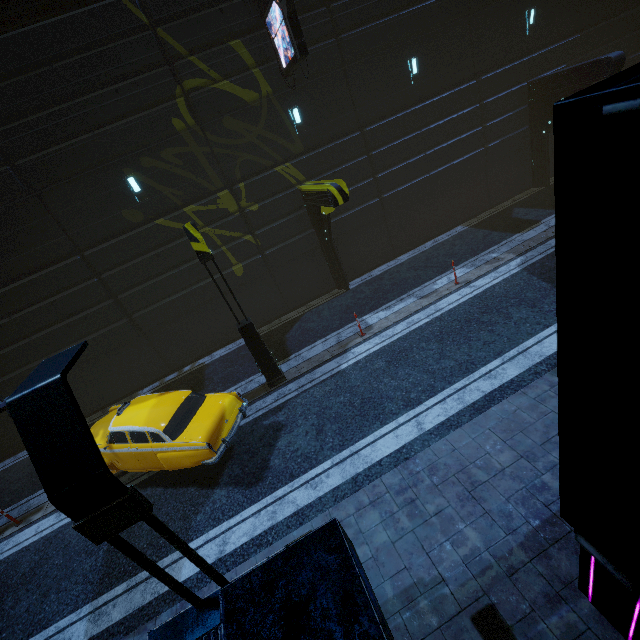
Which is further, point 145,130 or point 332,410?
point 145,130

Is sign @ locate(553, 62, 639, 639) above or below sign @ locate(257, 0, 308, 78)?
below

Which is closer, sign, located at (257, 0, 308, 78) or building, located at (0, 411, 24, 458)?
sign, located at (257, 0, 308, 78)

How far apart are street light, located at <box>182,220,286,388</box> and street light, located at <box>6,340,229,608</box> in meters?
6.7 m

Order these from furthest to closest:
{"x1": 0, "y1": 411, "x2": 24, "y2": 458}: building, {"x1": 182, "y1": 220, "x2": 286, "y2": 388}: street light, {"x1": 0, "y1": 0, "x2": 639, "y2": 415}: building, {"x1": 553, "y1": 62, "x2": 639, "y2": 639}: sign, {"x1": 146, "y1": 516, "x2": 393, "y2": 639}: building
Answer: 1. {"x1": 0, "y1": 411, "x2": 24, "y2": 458}: building
2. {"x1": 0, "y1": 0, "x2": 639, "y2": 415}: building
3. {"x1": 182, "y1": 220, "x2": 286, "y2": 388}: street light
4. {"x1": 146, "y1": 516, "x2": 393, "y2": 639}: building
5. {"x1": 553, "y1": 62, "x2": 639, "y2": 639}: sign

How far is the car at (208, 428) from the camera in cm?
753

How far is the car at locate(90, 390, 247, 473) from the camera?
7.53m

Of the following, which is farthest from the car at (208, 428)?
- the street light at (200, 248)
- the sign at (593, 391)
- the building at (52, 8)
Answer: the sign at (593, 391)
